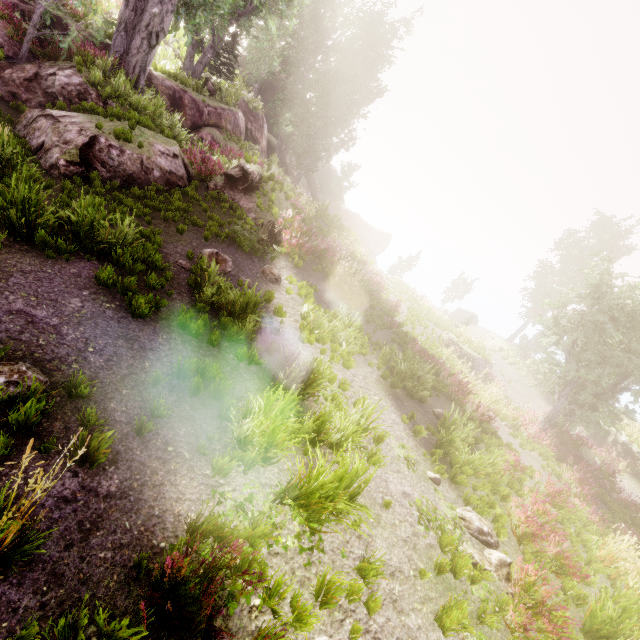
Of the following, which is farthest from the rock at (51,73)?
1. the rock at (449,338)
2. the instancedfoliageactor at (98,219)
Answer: the rock at (449,338)

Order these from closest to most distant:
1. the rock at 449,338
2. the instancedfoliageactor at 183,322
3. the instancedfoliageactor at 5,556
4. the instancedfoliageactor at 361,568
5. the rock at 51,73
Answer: the instancedfoliageactor at 5,556, the instancedfoliageactor at 361,568, the instancedfoliageactor at 183,322, the rock at 51,73, the rock at 449,338

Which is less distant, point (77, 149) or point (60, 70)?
point (77, 149)

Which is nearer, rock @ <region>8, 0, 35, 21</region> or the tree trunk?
the tree trunk

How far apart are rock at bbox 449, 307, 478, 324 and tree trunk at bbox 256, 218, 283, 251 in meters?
32.3

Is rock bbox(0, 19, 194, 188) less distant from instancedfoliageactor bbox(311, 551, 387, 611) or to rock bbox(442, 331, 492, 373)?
instancedfoliageactor bbox(311, 551, 387, 611)
